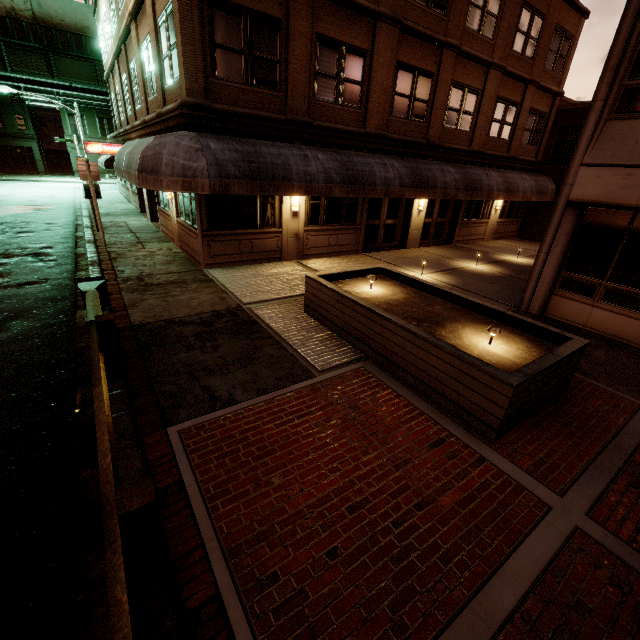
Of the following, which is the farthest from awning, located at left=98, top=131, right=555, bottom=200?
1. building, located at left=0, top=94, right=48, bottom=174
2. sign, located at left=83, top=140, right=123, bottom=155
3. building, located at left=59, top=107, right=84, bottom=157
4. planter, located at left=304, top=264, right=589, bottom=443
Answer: building, located at left=0, top=94, right=48, bottom=174

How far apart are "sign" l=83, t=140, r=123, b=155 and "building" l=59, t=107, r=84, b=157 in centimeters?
3982cm

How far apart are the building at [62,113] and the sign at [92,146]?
39.8m

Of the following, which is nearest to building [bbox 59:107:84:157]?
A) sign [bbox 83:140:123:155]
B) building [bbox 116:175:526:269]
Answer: building [bbox 116:175:526:269]

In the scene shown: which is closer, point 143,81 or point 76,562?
point 76,562

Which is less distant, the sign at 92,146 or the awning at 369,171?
the awning at 369,171

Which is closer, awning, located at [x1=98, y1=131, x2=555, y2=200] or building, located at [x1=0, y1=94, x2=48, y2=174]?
awning, located at [x1=98, y1=131, x2=555, y2=200]

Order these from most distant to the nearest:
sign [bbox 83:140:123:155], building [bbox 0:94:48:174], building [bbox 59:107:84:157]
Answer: building [bbox 59:107:84:157], building [bbox 0:94:48:174], sign [bbox 83:140:123:155]
